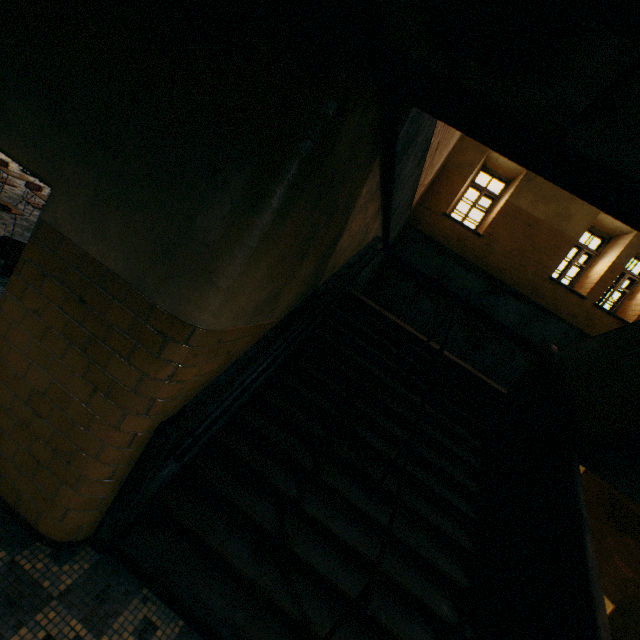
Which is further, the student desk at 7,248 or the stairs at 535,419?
the student desk at 7,248

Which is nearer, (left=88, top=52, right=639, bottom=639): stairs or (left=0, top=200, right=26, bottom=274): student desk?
(left=88, top=52, right=639, bottom=639): stairs

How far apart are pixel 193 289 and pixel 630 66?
2.2m
